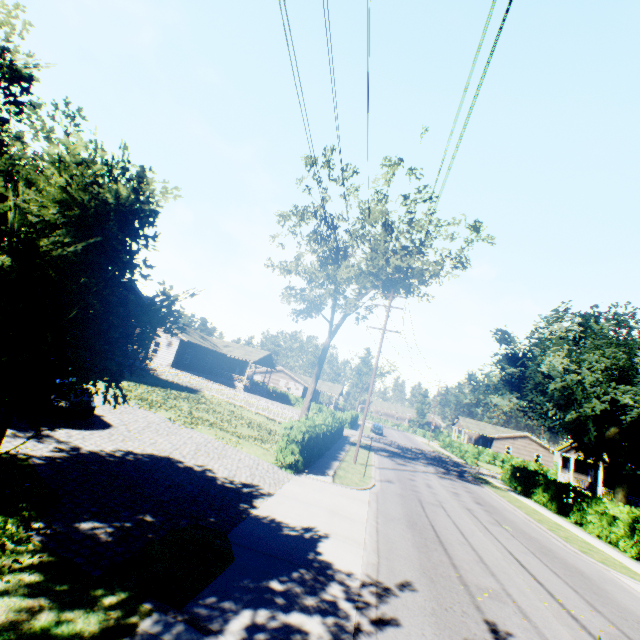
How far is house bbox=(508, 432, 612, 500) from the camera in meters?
37.4 m

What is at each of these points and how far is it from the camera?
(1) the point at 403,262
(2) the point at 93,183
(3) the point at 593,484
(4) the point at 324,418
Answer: (1) tree, 25.0m
(2) tree, 4.2m
(3) house, 38.9m
(4) hedge, 22.3m

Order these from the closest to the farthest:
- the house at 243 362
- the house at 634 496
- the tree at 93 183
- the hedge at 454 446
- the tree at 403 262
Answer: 1. the tree at 93 183
2. the hedge at 454 446
3. the tree at 403 262
4. the house at 634 496
5. the house at 243 362

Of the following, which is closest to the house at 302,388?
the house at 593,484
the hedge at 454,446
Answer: the hedge at 454,446

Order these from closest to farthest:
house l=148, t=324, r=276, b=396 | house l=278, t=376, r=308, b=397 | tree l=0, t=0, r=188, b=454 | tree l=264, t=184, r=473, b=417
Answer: tree l=0, t=0, r=188, b=454 → tree l=264, t=184, r=473, b=417 → house l=148, t=324, r=276, b=396 → house l=278, t=376, r=308, b=397

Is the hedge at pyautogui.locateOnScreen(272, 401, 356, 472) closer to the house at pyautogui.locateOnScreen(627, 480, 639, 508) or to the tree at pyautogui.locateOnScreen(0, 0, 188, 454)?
the tree at pyautogui.locateOnScreen(0, 0, 188, 454)

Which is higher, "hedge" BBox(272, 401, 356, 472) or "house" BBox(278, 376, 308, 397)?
"house" BBox(278, 376, 308, 397)

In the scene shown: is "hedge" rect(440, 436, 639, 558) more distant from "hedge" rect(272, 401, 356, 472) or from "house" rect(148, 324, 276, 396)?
"house" rect(148, 324, 276, 396)
